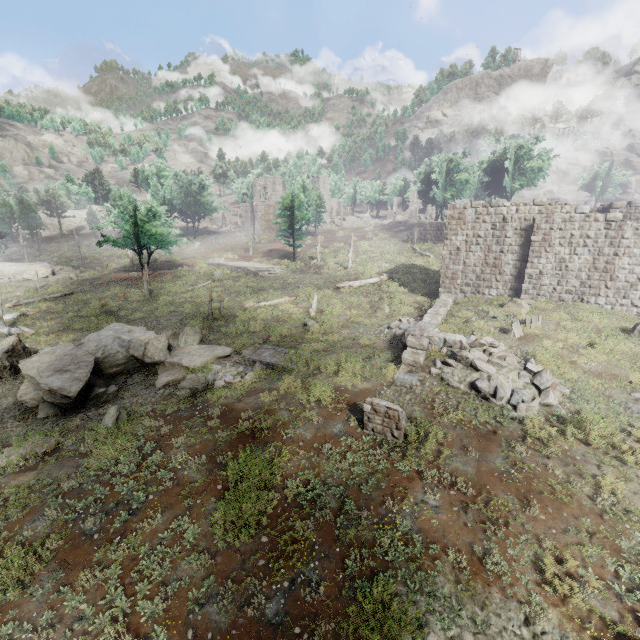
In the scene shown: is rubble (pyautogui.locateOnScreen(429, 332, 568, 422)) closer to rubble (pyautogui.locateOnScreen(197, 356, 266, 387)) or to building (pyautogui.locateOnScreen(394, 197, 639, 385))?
building (pyautogui.locateOnScreen(394, 197, 639, 385))

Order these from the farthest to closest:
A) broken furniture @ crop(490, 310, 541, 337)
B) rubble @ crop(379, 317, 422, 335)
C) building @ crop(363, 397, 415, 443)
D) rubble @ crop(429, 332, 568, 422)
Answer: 1. rubble @ crop(379, 317, 422, 335)
2. broken furniture @ crop(490, 310, 541, 337)
3. rubble @ crop(429, 332, 568, 422)
4. building @ crop(363, 397, 415, 443)

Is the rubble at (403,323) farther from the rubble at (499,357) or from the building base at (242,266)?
the building base at (242,266)

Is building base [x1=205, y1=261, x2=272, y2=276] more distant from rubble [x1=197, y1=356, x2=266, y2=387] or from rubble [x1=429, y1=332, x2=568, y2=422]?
rubble [x1=429, y1=332, x2=568, y2=422]

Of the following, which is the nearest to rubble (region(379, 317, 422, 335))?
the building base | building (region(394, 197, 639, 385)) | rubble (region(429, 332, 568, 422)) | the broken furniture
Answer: building (region(394, 197, 639, 385))

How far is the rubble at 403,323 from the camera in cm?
1720

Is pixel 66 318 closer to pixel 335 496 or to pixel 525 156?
pixel 335 496

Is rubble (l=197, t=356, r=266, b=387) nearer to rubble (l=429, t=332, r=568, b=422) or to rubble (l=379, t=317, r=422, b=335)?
rubble (l=379, t=317, r=422, b=335)
